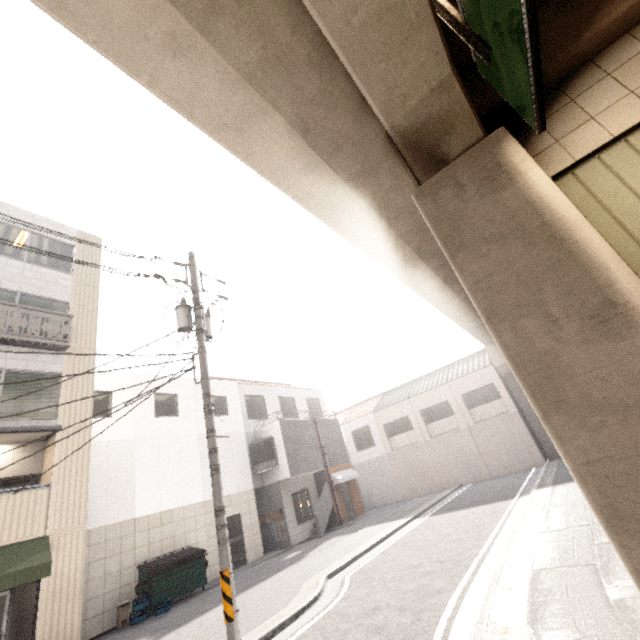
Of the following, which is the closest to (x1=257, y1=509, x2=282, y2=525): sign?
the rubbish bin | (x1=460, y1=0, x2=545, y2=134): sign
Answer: the rubbish bin

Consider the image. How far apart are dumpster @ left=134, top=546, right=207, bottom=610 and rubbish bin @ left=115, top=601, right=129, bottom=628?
0.3 meters

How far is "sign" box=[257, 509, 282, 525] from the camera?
16.64m

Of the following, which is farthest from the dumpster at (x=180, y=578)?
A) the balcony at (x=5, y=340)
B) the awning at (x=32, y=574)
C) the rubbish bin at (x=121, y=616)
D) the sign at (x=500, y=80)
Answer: the sign at (x=500, y=80)

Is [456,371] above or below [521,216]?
above

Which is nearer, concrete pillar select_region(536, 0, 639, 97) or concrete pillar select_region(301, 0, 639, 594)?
concrete pillar select_region(301, 0, 639, 594)

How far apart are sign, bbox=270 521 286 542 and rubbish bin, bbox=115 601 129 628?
7.4 meters

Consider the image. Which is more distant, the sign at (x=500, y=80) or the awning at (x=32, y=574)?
the awning at (x=32, y=574)
